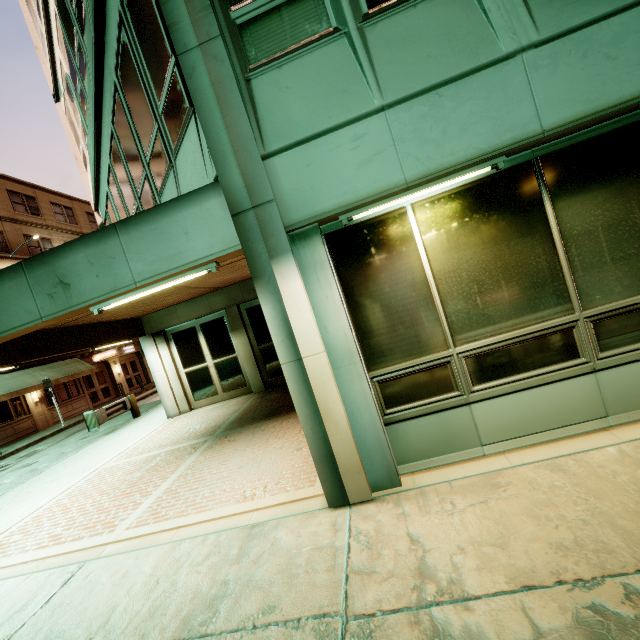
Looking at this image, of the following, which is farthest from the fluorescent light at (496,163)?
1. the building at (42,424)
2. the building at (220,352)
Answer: the building at (42,424)

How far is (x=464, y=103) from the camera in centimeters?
300cm

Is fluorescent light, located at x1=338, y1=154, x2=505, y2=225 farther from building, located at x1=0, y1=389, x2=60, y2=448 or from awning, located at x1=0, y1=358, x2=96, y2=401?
awning, located at x1=0, y1=358, x2=96, y2=401

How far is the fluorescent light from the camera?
3.1 meters

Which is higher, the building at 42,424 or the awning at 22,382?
the awning at 22,382

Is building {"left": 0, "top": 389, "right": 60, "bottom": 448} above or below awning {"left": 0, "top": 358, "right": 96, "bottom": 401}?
below

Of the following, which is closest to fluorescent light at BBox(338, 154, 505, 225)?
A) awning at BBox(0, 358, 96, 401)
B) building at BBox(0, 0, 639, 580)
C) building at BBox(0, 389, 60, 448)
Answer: building at BBox(0, 0, 639, 580)

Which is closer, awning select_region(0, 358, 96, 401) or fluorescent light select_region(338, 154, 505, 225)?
fluorescent light select_region(338, 154, 505, 225)
